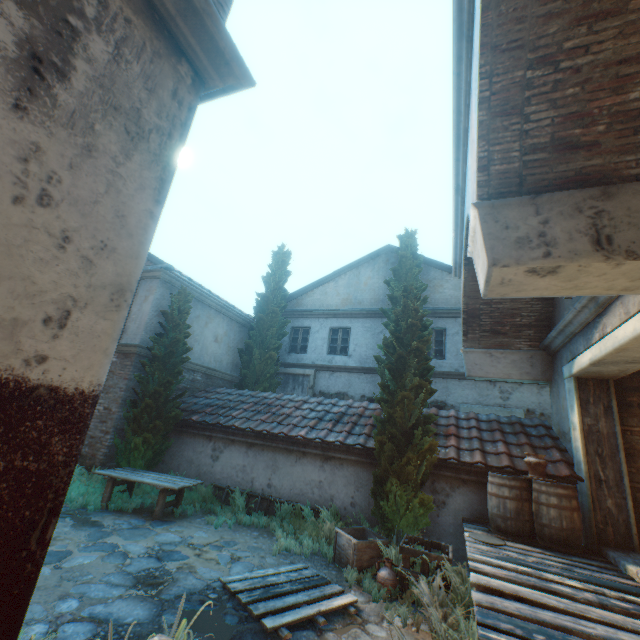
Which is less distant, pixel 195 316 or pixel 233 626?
pixel 233 626

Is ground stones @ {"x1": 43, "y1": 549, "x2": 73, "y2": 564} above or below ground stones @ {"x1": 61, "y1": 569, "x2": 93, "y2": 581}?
below

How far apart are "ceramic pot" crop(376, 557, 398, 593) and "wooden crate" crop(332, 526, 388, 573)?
0.33m

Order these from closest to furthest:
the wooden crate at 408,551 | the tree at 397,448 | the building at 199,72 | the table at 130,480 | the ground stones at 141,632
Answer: the building at 199,72 < the ground stones at 141,632 < the wooden crate at 408,551 < the tree at 397,448 < the table at 130,480

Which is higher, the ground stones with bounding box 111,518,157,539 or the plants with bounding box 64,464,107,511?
the plants with bounding box 64,464,107,511

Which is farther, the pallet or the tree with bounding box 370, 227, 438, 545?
the tree with bounding box 370, 227, 438, 545

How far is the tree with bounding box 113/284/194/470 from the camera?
8.6m

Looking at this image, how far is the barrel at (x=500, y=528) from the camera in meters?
5.5 m
